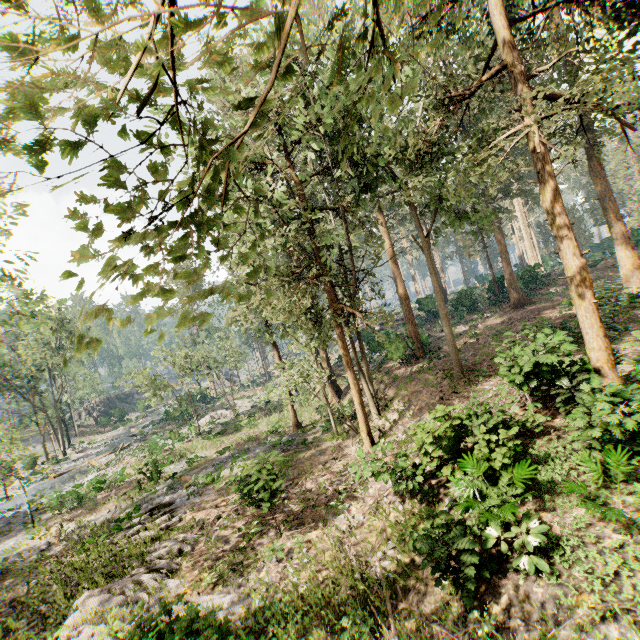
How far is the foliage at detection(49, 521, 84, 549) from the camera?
15.8m

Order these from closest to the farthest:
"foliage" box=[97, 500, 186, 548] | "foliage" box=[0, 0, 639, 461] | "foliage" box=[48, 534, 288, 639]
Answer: "foliage" box=[0, 0, 639, 461] < "foliage" box=[48, 534, 288, 639] < "foliage" box=[97, 500, 186, 548]

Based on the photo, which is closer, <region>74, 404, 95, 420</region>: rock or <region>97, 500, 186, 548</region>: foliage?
<region>97, 500, 186, 548</region>: foliage

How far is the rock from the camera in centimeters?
5683cm

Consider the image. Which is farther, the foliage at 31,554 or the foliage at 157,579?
the foliage at 31,554

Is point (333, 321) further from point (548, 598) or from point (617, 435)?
point (548, 598)

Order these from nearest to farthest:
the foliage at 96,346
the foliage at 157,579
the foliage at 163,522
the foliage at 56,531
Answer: the foliage at 157,579
the foliage at 163,522
the foliage at 96,346
the foliage at 56,531
